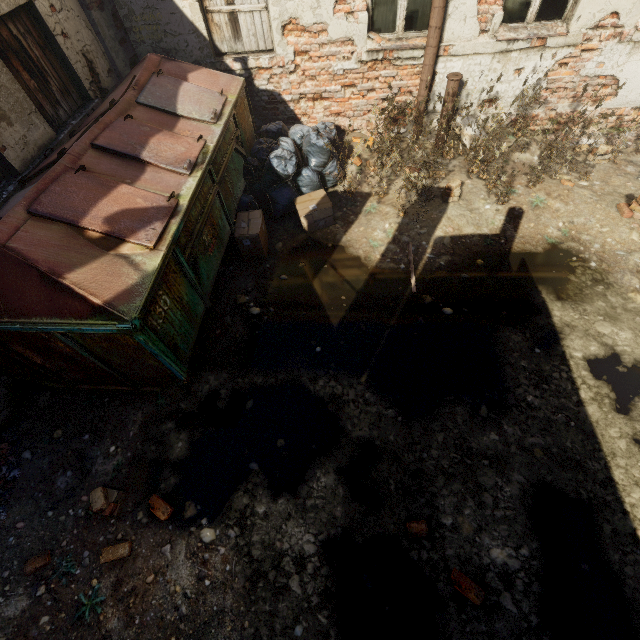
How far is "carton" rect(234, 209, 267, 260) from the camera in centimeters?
440cm

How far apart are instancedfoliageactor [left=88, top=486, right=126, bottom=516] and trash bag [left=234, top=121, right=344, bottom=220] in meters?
3.8 m

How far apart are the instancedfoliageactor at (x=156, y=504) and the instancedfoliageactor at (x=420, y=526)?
2.17m

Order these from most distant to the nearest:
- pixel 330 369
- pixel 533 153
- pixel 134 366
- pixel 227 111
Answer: pixel 533 153
pixel 227 111
pixel 330 369
pixel 134 366

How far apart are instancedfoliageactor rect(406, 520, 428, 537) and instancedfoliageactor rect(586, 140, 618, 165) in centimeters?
636cm

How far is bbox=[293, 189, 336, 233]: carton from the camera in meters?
4.8 m

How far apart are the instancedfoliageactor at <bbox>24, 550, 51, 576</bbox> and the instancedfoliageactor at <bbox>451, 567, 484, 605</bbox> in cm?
345

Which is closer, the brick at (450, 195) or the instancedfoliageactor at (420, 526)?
the instancedfoliageactor at (420, 526)
